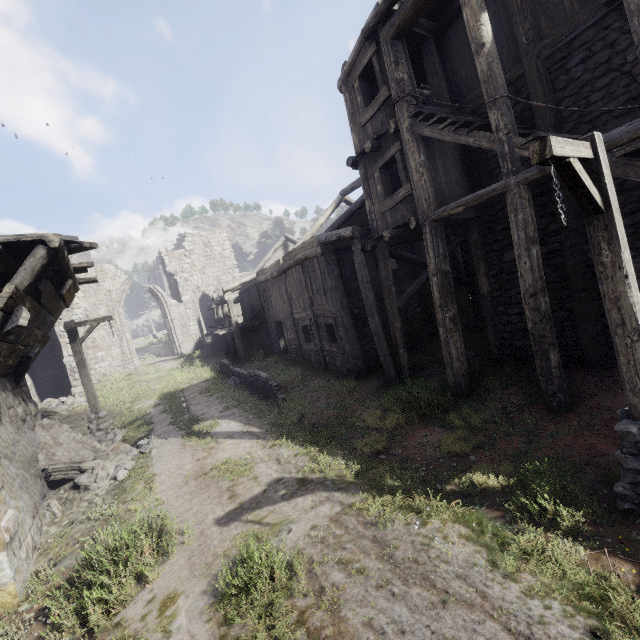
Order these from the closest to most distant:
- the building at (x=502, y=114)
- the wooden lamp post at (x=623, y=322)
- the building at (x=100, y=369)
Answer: the wooden lamp post at (x=623, y=322), the building at (x=502, y=114), the building at (x=100, y=369)

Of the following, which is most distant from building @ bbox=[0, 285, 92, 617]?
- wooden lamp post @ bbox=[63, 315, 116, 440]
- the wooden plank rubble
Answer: wooden lamp post @ bbox=[63, 315, 116, 440]

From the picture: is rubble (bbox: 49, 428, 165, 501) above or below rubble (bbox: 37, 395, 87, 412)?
below

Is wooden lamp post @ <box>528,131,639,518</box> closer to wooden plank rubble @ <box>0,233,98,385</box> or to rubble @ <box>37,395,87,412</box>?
wooden plank rubble @ <box>0,233,98,385</box>

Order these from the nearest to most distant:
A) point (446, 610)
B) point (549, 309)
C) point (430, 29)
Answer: point (446, 610), point (549, 309), point (430, 29)

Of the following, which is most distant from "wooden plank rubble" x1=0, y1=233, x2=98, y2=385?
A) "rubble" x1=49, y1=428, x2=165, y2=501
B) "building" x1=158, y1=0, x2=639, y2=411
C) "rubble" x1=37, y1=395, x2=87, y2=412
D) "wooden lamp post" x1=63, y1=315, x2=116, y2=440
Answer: "rubble" x1=37, y1=395, x2=87, y2=412

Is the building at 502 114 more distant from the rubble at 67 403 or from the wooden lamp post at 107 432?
the wooden lamp post at 107 432

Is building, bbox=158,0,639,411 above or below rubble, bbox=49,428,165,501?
above
